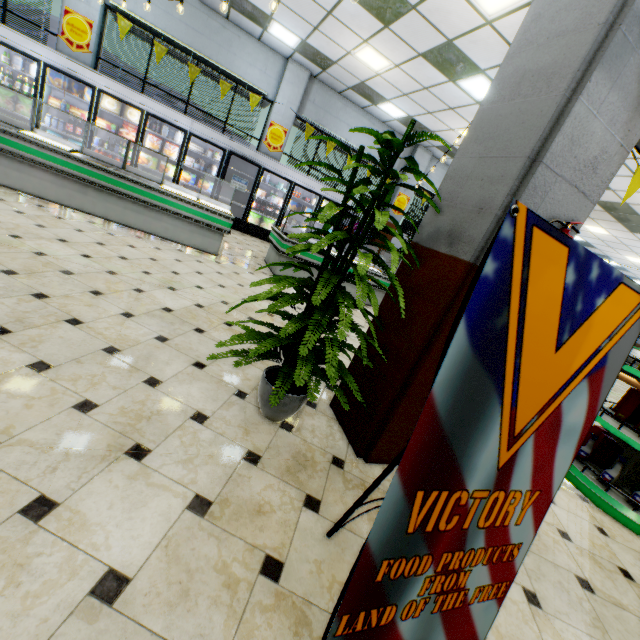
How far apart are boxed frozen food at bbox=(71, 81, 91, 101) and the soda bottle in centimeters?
66cm

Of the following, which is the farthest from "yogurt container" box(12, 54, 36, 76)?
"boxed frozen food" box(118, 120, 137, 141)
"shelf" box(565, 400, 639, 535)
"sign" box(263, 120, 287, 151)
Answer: "shelf" box(565, 400, 639, 535)

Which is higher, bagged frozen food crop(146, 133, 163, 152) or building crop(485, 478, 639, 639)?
bagged frozen food crop(146, 133, 163, 152)

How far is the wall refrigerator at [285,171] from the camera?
8.47m

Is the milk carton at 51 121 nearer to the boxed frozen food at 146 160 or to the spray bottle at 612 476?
the boxed frozen food at 146 160

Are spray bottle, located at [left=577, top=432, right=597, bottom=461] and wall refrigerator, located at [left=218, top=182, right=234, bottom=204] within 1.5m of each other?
no

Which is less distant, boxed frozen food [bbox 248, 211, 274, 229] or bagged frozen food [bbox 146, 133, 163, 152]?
bagged frozen food [bbox 146, 133, 163, 152]

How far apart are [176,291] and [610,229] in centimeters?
1444cm
